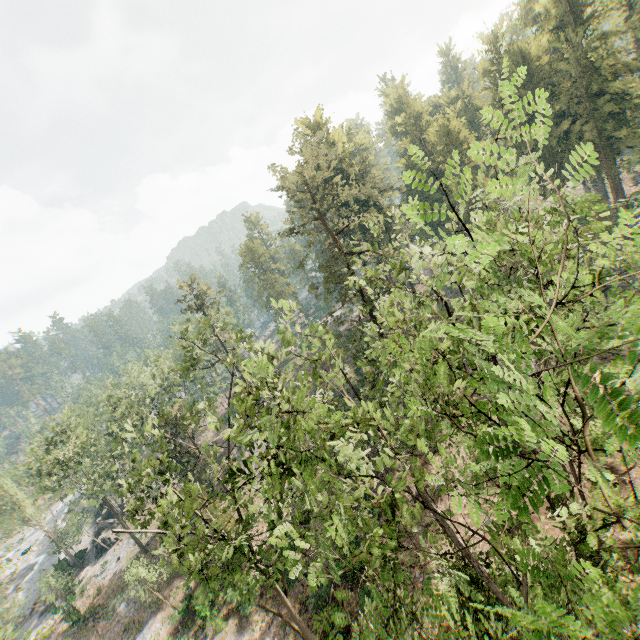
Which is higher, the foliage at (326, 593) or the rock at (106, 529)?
the foliage at (326, 593)

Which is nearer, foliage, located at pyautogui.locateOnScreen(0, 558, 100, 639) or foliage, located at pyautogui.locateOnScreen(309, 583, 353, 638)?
foliage, located at pyautogui.locateOnScreen(309, 583, 353, 638)

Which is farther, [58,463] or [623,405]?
[58,463]

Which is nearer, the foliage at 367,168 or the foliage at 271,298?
the foliage at 367,168

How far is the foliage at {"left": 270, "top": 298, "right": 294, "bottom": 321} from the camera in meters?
10.8 m

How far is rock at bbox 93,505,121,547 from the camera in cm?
4572

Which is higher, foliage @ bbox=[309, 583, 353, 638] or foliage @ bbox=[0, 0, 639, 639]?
foliage @ bbox=[0, 0, 639, 639]

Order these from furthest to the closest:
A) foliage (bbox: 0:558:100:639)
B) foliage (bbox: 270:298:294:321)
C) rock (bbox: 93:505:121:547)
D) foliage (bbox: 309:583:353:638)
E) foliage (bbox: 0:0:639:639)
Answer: rock (bbox: 93:505:121:547), foliage (bbox: 0:558:100:639), foliage (bbox: 270:298:294:321), foliage (bbox: 309:583:353:638), foliage (bbox: 0:0:639:639)
